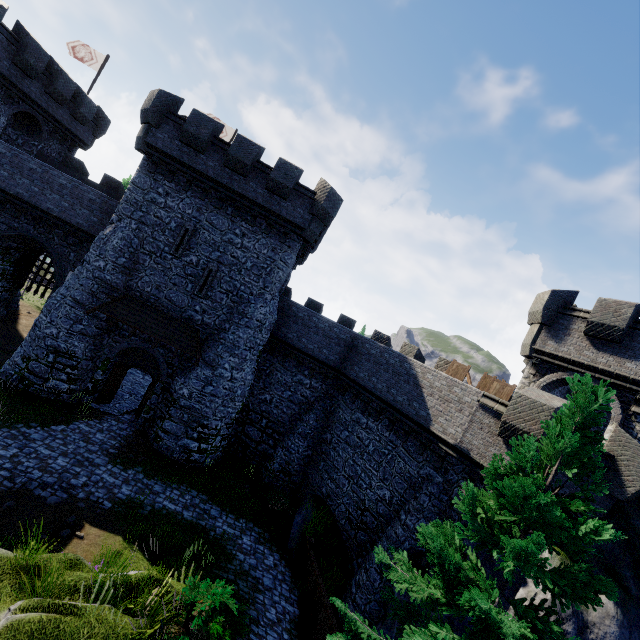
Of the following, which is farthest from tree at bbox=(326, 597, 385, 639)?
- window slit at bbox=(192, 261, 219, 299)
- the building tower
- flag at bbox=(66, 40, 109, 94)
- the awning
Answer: flag at bbox=(66, 40, 109, 94)

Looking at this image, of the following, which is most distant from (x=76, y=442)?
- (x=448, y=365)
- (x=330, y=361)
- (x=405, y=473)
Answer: (x=448, y=365)

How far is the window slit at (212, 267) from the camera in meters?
18.1 m

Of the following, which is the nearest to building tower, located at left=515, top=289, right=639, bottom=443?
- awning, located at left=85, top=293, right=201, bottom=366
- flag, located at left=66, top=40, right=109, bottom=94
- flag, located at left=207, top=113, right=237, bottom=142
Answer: awning, located at left=85, top=293, right=201, bottom=366

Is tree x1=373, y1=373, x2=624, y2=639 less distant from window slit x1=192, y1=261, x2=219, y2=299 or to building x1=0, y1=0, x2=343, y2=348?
building x1=0, y1=0, x2=343, y2=348

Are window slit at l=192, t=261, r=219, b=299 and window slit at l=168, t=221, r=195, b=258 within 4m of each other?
yes

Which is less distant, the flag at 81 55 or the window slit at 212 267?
the window slit at 212 267

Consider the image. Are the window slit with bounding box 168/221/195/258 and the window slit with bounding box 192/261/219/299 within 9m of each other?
yes
